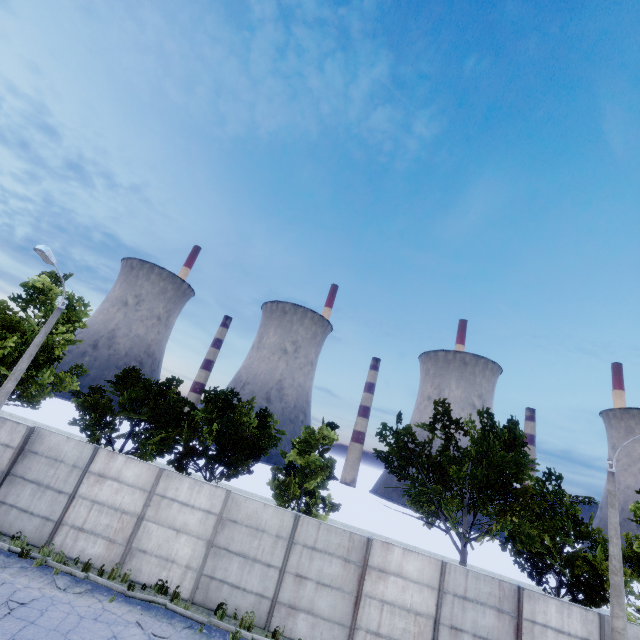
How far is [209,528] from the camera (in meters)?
12.34

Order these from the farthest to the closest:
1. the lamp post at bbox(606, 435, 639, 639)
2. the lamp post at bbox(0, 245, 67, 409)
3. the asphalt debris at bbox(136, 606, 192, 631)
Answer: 1. the lamp post at bbox(0, 245, 67, 409)
2. the lamp post at bbox(606, 435, 639, 639)
3. the asphalt debris at bbox(136, 606, 192, 631)

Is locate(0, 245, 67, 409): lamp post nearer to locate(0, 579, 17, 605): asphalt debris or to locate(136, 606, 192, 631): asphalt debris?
locate(0, 579, 17, 605): asphalt debris

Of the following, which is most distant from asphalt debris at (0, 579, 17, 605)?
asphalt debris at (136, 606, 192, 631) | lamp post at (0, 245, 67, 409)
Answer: lamp post at (0, 245, 67, 409)

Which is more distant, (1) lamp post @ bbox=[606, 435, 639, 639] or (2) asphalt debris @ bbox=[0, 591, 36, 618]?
(1) lamp post @ bbox=[606, 435, 639, 639]

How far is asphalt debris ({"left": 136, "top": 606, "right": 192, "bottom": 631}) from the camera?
9.60m

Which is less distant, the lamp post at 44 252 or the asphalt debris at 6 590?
the asphalt debris at 6 590

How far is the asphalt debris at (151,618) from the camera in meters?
9.6
